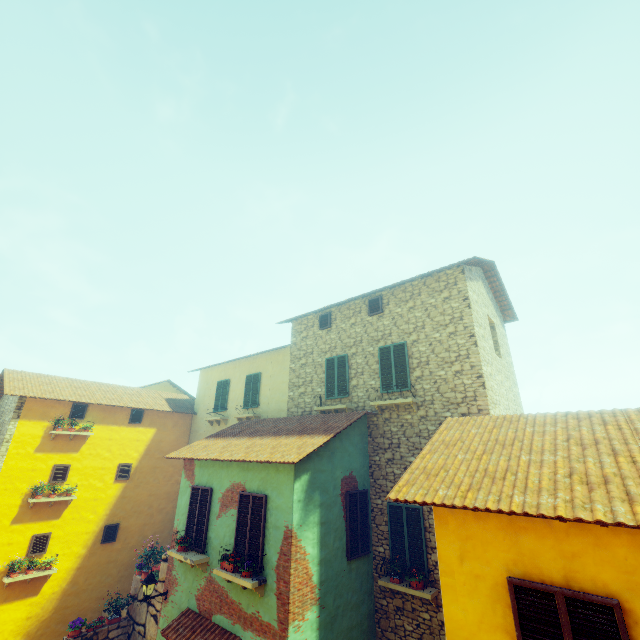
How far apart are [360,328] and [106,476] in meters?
13.5 m

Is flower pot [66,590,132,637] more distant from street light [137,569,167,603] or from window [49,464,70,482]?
window [49,464,70,482]

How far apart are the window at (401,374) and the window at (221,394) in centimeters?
905cm

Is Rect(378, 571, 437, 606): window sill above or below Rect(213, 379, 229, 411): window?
below

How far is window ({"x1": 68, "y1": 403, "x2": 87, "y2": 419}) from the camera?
14.2m

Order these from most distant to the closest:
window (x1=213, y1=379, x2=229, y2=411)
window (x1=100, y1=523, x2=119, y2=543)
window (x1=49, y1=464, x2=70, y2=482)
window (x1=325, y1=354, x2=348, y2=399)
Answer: window (x1=213, y1=379, x2=229, y2=411) → window (x1=100, y1=523, x2=119, y2=543) → window (x1=49, y1=464, x2=70, y2=482) → window (x1=325, y1=354, x2=348, y2=399)

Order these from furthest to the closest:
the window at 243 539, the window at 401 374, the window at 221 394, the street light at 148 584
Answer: the window at 221 394 < the window at 401 374 < the street light at 148 584 < the window at 243 539

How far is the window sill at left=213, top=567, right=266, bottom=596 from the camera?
7.42m
